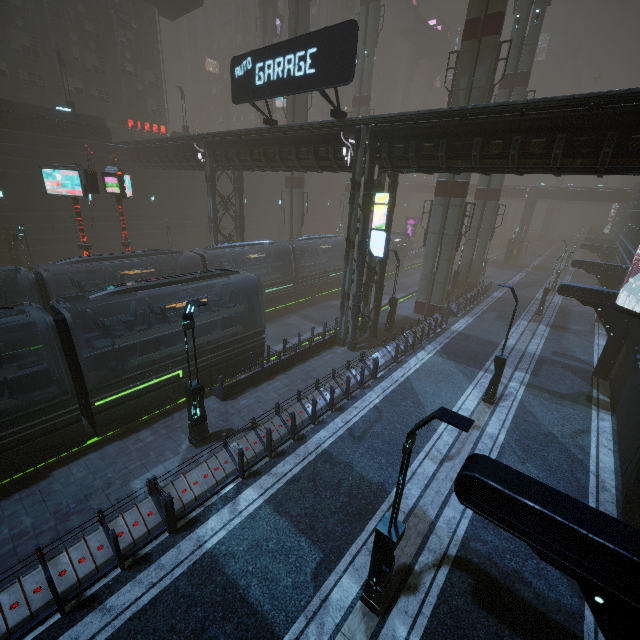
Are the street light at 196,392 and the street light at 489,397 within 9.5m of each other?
no

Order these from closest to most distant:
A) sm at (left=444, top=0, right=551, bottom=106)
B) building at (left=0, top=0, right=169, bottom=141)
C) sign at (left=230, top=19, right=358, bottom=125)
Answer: sign at (left=230, top=19, right=358, bottom=125)
sm at (left=444, top=0, right=551, bottom=106)
building at (left=0, top=0, right=169, bottom=141)

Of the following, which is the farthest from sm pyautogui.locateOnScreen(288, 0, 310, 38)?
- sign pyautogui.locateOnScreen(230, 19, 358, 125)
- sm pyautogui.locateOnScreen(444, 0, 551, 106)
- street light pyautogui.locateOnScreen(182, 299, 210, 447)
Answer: street light pyautogui.locateOnScreen(182, 299, 210, 447)

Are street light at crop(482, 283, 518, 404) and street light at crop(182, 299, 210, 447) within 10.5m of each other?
no

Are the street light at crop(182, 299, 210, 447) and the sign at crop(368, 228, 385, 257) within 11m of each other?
yes

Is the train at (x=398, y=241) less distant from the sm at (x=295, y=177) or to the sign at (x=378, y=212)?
the sm at (x=295, y=177)

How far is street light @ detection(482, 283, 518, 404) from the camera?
13.7m

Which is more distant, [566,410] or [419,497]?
[566,410]
